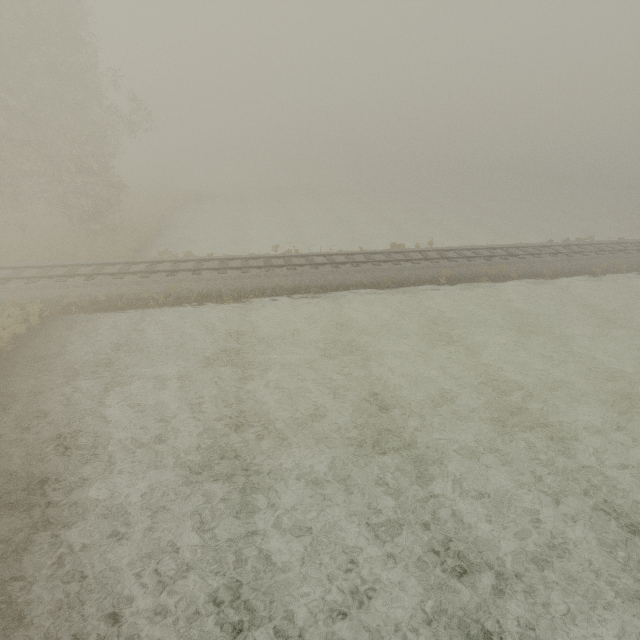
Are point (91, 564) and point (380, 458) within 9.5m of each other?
yes
